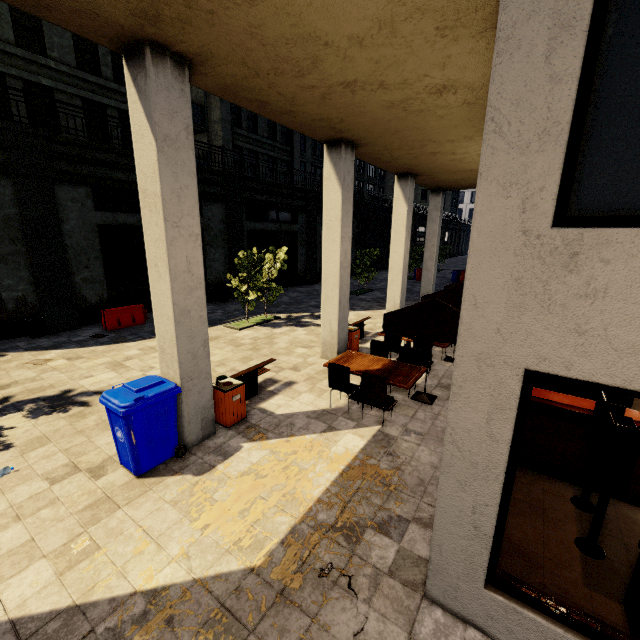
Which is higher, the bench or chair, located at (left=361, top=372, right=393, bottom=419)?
chair, located at (left=361, top=372, right=393, bottom=419)

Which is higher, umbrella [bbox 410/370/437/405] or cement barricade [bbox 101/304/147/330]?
cement barricade [bbox 101/304/147/330]

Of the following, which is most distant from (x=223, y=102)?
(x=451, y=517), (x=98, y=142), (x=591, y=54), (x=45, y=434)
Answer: (x=451, y=517)

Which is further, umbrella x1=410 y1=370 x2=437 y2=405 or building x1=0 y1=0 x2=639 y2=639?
umbrella x1=410 y1=370 x2=437 y2=405

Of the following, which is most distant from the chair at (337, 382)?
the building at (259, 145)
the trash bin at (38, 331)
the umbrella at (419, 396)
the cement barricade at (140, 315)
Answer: the trash bin at (38, 331)

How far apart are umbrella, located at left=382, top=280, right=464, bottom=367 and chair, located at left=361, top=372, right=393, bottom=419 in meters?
1.0

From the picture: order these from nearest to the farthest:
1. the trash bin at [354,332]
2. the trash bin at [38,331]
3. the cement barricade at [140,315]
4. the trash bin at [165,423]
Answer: the trash bin at [165,423] < the trash bin at [354,332] < the trash bin at [38,331] < the cement barricade at [140,315]

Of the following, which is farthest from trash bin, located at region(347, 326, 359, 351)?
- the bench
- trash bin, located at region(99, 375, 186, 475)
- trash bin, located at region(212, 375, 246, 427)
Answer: trash bin, located at region(99, 375, 186, 475)
